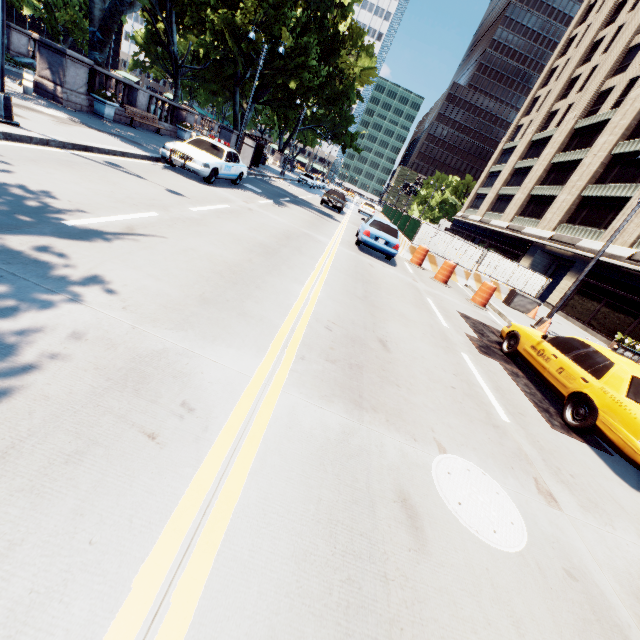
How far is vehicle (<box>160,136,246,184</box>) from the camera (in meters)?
11.79

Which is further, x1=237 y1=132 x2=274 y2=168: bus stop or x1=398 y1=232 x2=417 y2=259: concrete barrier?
x1=237 y1=132 x2=274 y2=168: bus stop

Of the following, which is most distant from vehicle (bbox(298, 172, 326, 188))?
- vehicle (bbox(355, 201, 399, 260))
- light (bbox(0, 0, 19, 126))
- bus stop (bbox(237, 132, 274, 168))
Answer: light (bbox(0, 0, 19, 126))

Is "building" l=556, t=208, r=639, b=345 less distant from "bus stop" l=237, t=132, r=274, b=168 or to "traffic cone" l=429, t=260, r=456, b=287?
"traffic cone" l=429, t=260, r=456, b=287

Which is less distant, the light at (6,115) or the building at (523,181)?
the light at (6,115)

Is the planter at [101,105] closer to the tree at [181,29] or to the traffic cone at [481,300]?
the tree at [181,29]

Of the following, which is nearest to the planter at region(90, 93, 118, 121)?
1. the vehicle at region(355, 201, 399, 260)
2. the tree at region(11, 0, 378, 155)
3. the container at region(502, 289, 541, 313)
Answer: the tree at region(11, 0, 378, 155)

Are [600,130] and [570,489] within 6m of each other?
no
